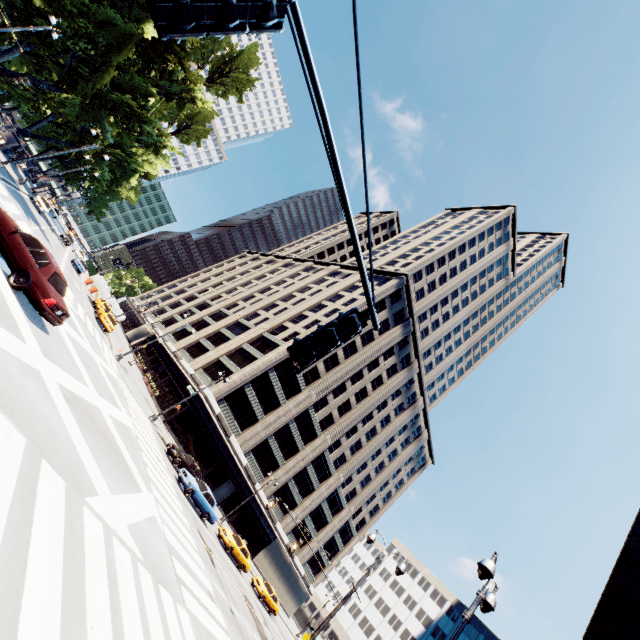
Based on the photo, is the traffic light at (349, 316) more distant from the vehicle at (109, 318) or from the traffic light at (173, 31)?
the vehicle at (109, 318)

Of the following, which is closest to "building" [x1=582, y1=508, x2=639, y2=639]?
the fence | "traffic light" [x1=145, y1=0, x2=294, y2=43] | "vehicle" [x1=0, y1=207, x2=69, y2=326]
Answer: "traffic light" [x1=145, y1=0, x2=294, y2=43]

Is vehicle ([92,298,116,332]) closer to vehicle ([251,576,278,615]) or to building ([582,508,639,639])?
vehicle ([251,576,278,615])

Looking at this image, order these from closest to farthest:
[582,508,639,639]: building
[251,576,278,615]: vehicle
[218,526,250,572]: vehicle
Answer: [582,508,639,639]: building
[218,526,250,572]: vehicle
[251,576,278,615]: vehicle

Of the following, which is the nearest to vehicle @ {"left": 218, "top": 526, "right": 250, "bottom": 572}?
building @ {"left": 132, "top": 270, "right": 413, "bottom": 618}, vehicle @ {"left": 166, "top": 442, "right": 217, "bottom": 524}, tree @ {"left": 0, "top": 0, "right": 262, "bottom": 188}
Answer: vehicle @ {"left": 166, "top": 442, "right": 217, "bottom": 524}

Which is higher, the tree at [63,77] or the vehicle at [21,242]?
the tree at [63,77]

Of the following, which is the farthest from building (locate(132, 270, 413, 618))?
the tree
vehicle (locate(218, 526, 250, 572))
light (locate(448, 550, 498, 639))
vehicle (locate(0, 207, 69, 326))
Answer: light (locate(448, 550, 498, 639))

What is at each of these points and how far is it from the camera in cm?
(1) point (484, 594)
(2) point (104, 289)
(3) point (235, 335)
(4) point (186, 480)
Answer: (1) light, 886
(2) fence, 4909
(3) building, 5500
(4) vehicle, 2292
